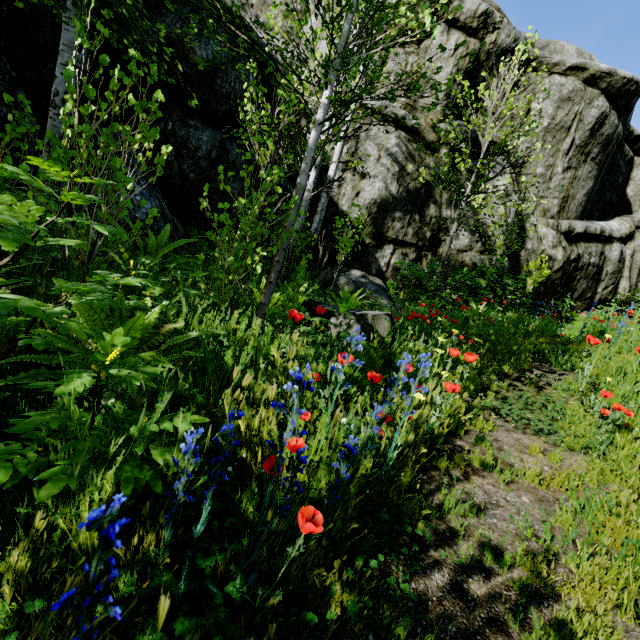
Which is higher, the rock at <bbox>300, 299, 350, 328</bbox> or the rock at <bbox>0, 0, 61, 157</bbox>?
the rock at <bbox>0, 0, 61, 157</bbox>

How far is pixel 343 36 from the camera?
3.1 meters

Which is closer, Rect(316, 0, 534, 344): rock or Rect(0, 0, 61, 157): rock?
Rect(0, 0, 61, 157): rock

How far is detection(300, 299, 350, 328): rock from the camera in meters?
3.6 m

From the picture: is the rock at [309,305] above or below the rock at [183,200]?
A: below

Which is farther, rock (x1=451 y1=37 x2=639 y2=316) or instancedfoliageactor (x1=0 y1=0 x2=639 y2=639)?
rock (x1=451 y1=37 x2=639 y2=316)

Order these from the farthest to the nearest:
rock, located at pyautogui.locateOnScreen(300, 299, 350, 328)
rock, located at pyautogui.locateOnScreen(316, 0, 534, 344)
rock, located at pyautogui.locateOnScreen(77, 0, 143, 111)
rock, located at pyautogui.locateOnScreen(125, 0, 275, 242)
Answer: rock, located at pyautogui.locateOnScreen(316, 0, 534, 344), rock, located at pyautogui.locateOnScreen(125, 0, 275, 242), rock, located at pyautogui.locateOnScreen(77, 0, 143, 111), rock, located at pyautogui.locateOnScreen(300, 299, 350, 328)
